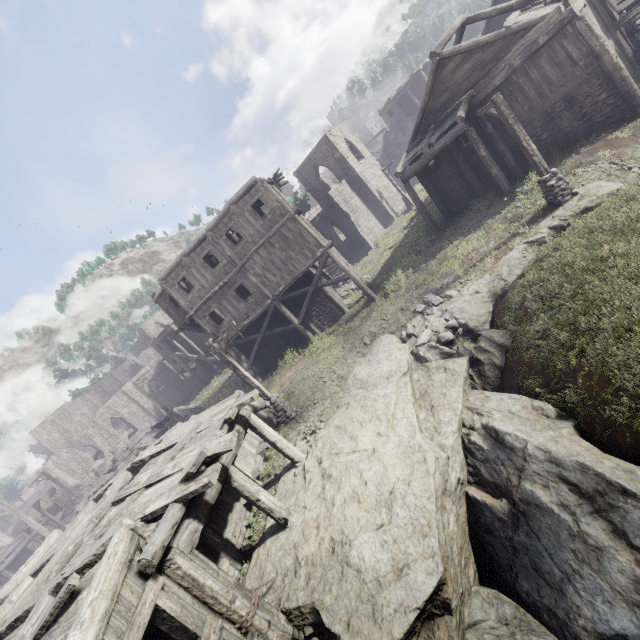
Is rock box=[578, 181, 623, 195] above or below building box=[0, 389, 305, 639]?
below

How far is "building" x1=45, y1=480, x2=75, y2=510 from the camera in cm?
4012

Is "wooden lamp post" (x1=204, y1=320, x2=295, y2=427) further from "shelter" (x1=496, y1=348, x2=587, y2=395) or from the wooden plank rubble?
the wooden plank rubble

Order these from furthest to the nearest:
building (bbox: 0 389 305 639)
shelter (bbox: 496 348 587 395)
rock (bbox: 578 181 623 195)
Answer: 1. rock (bbox: 578 181 623 195)
2. shelter (bbox: 496 348 587 395)
3. building (bbox: 0 389 305 639)

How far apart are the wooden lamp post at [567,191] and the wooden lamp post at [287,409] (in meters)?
12.77

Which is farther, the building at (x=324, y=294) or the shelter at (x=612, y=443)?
the building at (x=324, y=294)

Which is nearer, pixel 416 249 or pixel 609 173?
pixel 609 173

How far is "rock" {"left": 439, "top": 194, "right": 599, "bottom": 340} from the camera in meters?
11.5
